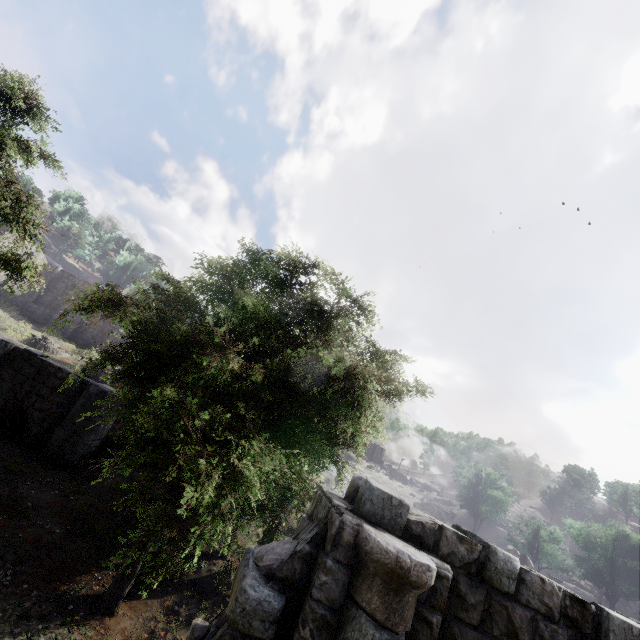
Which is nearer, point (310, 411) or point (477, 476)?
point (310, 411)

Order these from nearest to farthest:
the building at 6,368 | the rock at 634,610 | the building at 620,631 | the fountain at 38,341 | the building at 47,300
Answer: the building at 620,631 → the building at 6,368 → the fountain at 38,341 → the building at 47,300 → the rock at 634,610

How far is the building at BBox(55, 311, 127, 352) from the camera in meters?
32.1

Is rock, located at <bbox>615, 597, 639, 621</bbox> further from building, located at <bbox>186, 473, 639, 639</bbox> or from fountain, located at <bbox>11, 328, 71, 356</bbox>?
fountain, located at <bbox>11, 328, 71, 356</bbox>

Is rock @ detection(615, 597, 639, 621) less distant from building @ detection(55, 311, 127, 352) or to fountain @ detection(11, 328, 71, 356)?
building @ detection(55, 311, 127, 352)

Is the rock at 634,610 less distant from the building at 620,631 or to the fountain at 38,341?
the building at 620,631

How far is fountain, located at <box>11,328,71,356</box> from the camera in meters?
24.2

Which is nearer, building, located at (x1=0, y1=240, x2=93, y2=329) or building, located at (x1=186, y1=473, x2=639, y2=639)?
building, located at (x1=186, y1=473, x2=639, y2=639)
